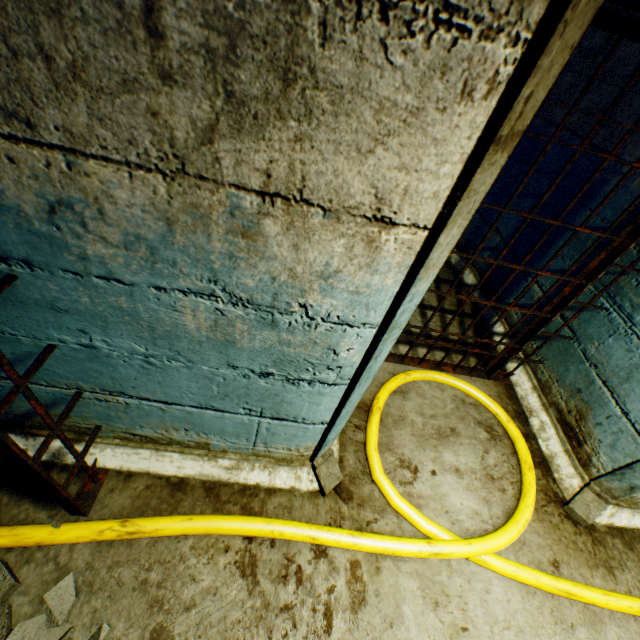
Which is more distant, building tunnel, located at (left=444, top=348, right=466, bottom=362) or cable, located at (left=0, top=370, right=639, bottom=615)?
building tunnel, located at (left=444, top=348, right=466, bottom=362)

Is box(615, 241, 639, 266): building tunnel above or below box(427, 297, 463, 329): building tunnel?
above

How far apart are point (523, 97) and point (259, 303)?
0.72m

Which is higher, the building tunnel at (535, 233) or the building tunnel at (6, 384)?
the building tunnel at (535, 233)

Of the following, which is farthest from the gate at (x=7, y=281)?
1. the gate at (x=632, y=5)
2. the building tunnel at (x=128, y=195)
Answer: the gate at (x=632, y=5)

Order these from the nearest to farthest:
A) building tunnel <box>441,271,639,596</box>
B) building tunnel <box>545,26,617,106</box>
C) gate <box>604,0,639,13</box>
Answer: gate <box>604,0,639,13</box> < building tunnel <box>441,271,639,596</box> < building tunnel <box>545,26,617,106</box>

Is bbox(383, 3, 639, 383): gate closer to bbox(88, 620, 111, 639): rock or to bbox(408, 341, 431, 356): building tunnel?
bbox(408, 341, 431, 356): building tunnel

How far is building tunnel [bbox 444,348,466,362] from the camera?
2.8m
